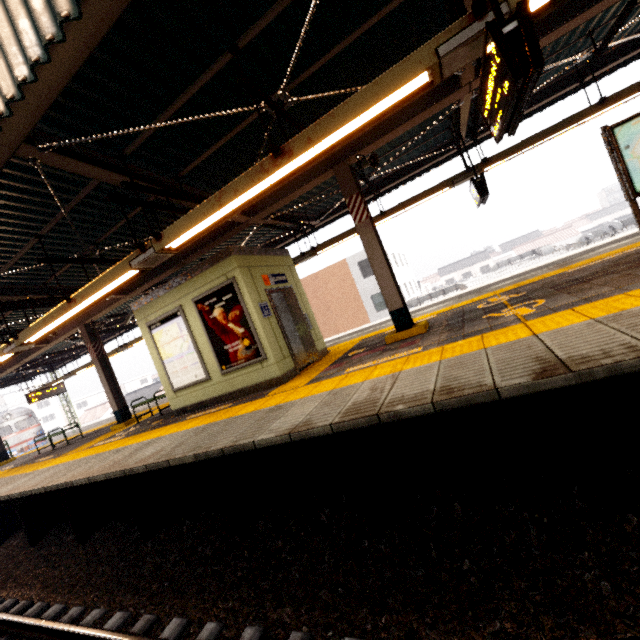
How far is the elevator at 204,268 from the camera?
6.5 meters

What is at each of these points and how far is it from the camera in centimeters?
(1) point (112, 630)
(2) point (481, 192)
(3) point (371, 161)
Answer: (1) train track, 325cm
(2) sign, 716cm
(3) loudspeaker, 605cm

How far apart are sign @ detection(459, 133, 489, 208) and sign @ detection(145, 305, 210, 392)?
7.0 meters

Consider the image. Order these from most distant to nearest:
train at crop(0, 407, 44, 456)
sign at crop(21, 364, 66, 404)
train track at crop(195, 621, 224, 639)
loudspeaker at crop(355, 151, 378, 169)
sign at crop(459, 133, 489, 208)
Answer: train at crop(0, 407, 44, 456) → sign at crop(21, 364, 66, 404) → sign at crop(459, 133, 489, 208) → loudspeaker at crop(355, 151, 378, 169) → train track at crop(195, 621, 224, 639)

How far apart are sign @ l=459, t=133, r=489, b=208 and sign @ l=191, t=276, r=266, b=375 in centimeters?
560cm

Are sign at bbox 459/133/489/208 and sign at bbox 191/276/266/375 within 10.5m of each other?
yes

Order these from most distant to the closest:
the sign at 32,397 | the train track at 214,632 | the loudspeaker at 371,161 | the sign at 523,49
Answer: the sign at 32,397 → the loudspeaker at 371,161 → the train track at 214,632 → the sign at 523,49

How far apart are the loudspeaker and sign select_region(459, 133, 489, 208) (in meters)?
2.50
